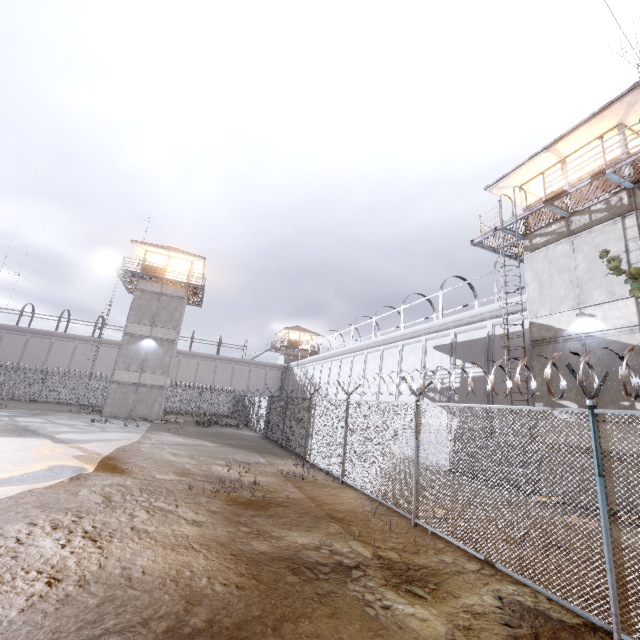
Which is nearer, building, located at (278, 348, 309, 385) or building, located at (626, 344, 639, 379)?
building, located at (626, 344, 639, 379)

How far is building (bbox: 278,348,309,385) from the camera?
50.16m

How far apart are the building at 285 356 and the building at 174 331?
23.6m

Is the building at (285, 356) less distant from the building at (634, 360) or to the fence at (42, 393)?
the fence at (42, 393)

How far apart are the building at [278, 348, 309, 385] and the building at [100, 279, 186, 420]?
23.62m

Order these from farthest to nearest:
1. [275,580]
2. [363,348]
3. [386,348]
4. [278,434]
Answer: [363,348], [386,348], [278,434], [275,580]

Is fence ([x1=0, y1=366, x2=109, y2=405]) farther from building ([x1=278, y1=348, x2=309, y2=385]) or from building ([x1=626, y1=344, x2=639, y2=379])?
building ([x1=278, y1=348, x2=309, y2=385])

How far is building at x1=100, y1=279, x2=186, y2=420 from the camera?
26.0m
